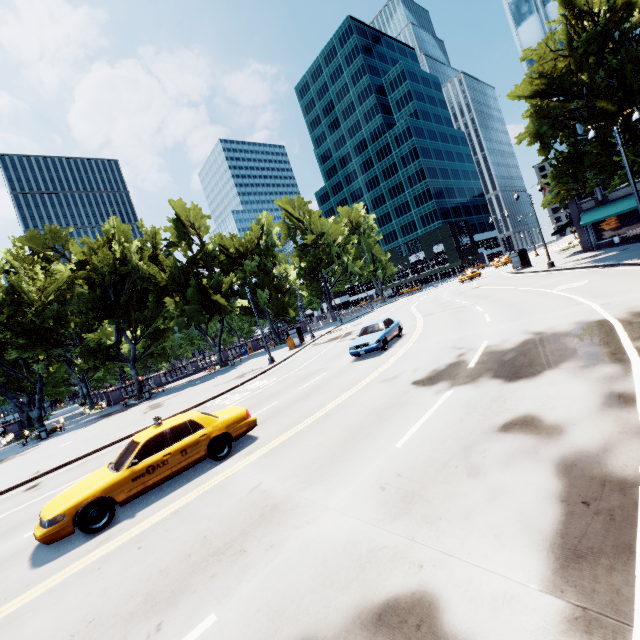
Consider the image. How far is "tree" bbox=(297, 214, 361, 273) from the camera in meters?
56.4

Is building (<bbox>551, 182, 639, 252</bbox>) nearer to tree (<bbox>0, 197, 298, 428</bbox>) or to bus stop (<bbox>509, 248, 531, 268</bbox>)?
tree (<bbox>0, 197, 298, 428</bbox>)

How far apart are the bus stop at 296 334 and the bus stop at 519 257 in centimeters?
2548cm

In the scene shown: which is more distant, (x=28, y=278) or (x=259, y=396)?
(x=28, y=278)

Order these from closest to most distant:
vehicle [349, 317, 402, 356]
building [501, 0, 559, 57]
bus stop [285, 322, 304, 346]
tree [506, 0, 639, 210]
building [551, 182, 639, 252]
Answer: vehicle [349, 317, 402, 356] → tree [506, 0, 639, 210] → building [551, 182, 639, 252] → building [501, 0, 559, 57] → bus stop [285, 322, 304, 346]

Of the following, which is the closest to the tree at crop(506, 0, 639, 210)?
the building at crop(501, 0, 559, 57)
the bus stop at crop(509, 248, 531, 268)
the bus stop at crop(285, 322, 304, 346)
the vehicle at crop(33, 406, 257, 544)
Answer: the building at crop(501, 0, 559, 57)

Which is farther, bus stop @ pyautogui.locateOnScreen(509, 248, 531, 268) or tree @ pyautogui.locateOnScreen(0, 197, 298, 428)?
bus stop @ pyautogui.locateOnScreen(509, 248, 531, 268)

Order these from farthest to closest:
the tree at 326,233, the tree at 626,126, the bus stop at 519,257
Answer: the tree at 326,233 → the bus stop at 519,257 → the tree at 626,126
